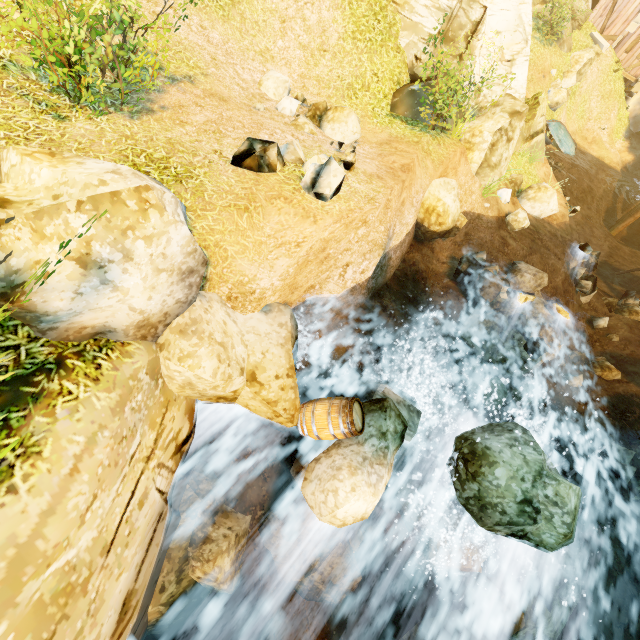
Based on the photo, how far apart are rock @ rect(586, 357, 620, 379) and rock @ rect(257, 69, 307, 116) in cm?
1290

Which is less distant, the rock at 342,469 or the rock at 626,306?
the rock at 342,469

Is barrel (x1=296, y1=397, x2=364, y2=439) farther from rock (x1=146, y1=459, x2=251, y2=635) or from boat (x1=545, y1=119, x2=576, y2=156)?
boat (x1=545, y1=119, x2=576, y2=156)

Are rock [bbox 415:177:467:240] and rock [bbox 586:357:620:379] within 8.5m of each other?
yes

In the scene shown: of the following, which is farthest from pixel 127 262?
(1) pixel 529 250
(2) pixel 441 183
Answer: (1) pixel 529 250

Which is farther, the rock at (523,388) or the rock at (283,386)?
the rock at (523,388)

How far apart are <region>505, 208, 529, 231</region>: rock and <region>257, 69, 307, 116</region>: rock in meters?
8.6 m

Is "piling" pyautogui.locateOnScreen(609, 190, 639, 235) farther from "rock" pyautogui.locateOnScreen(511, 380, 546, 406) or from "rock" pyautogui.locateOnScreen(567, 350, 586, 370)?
"rock" pyautogui.locateOnScreen(511, 380, 546, 406)
